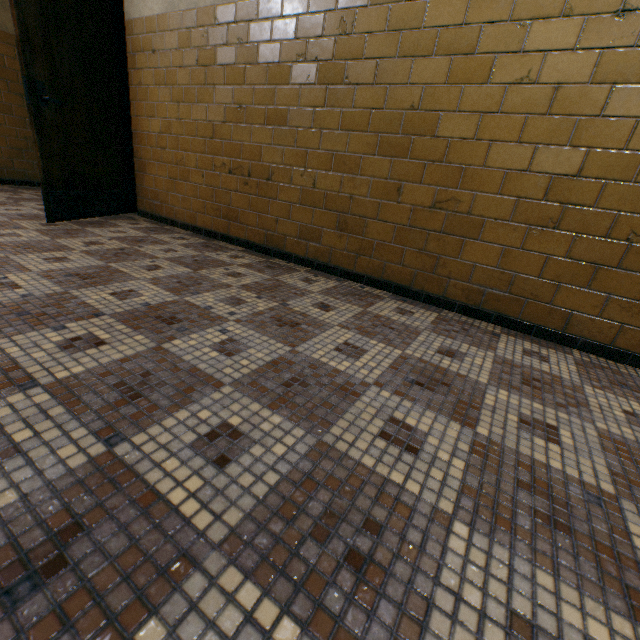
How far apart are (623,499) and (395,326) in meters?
1.2 m
